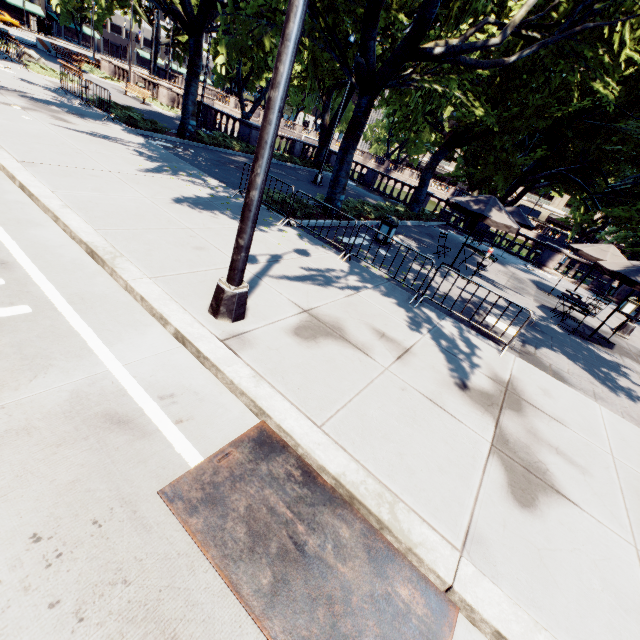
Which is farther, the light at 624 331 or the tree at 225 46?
the light at 624 331

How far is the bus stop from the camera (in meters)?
53.47

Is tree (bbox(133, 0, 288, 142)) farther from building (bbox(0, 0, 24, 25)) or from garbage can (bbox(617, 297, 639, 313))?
garbage can (bbox(617, 297, 639, 313))

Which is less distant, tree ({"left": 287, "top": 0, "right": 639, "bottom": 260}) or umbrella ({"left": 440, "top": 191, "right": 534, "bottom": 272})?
tree ({"left": 287, "top": 0, "right": 639, "bottom": 260})

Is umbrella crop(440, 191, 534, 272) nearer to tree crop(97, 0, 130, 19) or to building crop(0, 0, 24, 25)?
tree crop(97, 0, 130, 19)

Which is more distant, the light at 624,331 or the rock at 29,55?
the rock at 29,55

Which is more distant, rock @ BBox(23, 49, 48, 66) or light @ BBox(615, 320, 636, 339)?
rock @ BBox(23, 49, 48, 66)

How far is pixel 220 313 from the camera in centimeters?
464cm
